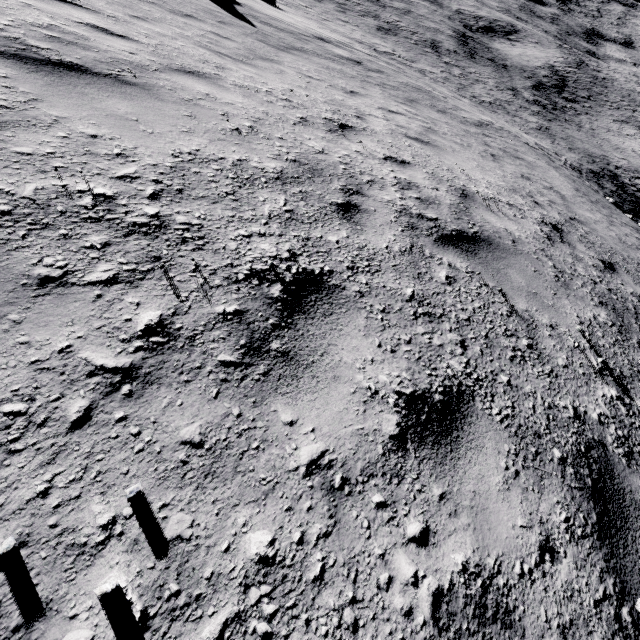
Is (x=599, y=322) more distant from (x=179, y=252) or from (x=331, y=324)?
(x=179, y=252)
